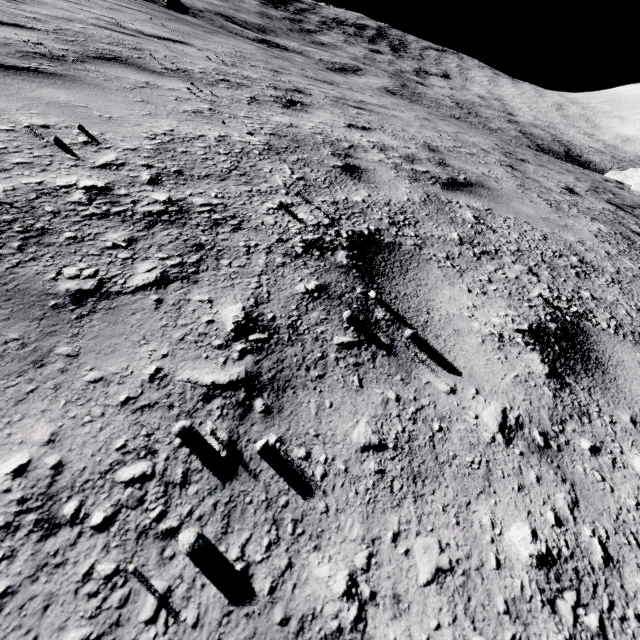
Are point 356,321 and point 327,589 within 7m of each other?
yes
